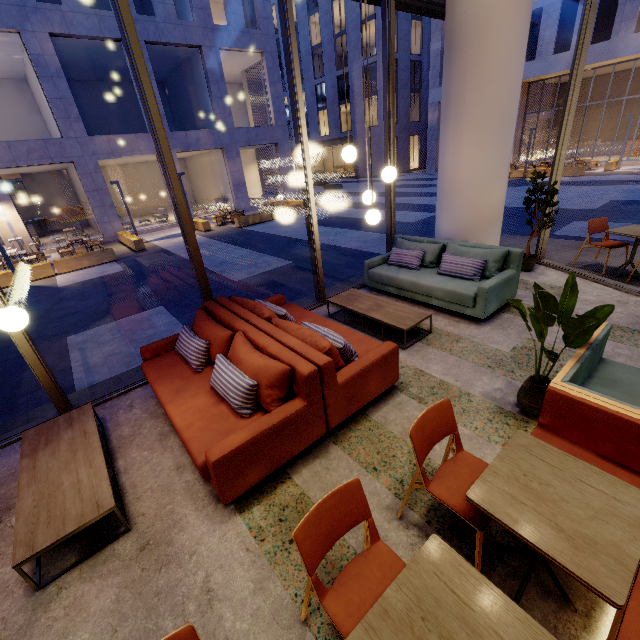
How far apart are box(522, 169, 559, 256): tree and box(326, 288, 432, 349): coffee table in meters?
3.1

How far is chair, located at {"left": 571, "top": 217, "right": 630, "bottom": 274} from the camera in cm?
562

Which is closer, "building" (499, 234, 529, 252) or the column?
the column

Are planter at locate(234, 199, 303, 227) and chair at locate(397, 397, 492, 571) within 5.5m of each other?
no

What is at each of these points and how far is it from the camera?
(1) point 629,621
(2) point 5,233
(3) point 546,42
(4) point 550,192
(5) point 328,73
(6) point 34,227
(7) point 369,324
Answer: (1) seat, 1.43m
(2) building, 15.04m
(3) building, 21.16m
(4) tree, 5.65m
(5) building, 36.72m
(6) bar counter, 19.95m
(7) building, 5.05m

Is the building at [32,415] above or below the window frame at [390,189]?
below

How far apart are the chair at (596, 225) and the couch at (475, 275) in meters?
2.0 m

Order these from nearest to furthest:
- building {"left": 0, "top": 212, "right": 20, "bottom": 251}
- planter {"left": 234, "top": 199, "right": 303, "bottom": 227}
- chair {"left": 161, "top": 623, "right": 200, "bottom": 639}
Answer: chair {"left": 161, "top": 623, "right": 200, "bottom": 639}
building {"left": 0, "top": 212, "right": 20, "bottom": 251}
planter {"left": 234, "top": 199, "right": 303, "bottom": 227}
